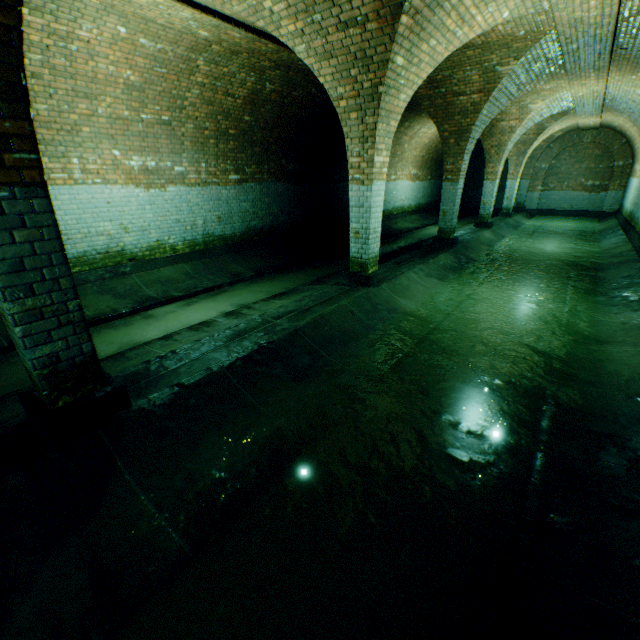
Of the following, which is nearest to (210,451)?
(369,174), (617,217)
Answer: (369,174)
